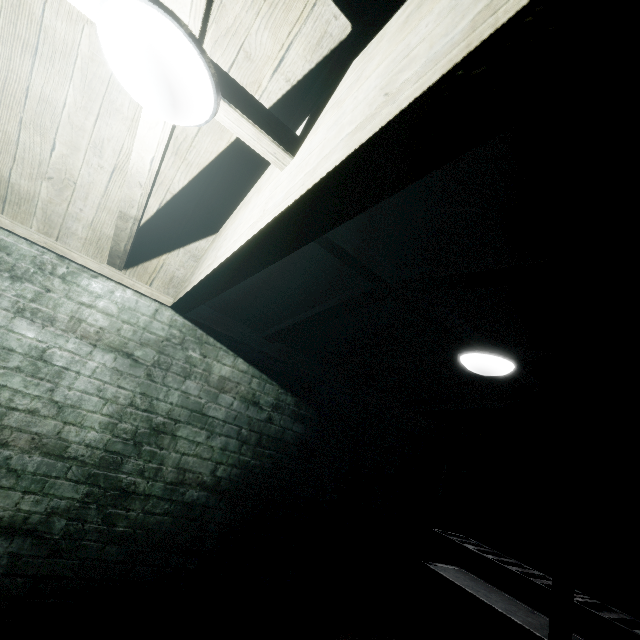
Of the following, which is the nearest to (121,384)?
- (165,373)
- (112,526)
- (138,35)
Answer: (165,373)

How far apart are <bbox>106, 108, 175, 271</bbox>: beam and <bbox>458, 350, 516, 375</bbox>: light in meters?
1.9 m

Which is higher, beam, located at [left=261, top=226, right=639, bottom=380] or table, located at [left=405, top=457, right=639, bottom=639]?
beam, located at [left=261, top=226, right=639, bottom=380]

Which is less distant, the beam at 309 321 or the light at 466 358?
the beam at 309 321

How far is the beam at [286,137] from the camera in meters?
1.0

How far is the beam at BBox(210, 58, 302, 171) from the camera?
0.97m

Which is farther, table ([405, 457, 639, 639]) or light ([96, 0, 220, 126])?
table ([405, 457, 639, 639])

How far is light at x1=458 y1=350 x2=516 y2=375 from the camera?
1.9 meters
